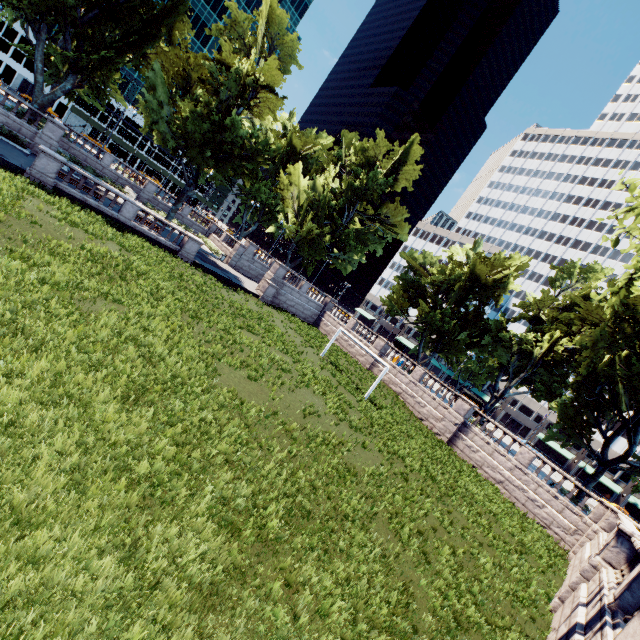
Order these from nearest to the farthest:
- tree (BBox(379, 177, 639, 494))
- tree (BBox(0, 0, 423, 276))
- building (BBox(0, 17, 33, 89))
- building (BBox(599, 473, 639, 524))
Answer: tree (BBox(379, 177, 639, 494)), tree (BBox(0, 0, 423, 276)), building (BBox(0, 17, 33, 89)), building (BBox(599, 473, 639, 524))

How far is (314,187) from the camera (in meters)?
46.09

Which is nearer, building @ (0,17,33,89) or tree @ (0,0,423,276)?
tree @ (0,0,423,276)

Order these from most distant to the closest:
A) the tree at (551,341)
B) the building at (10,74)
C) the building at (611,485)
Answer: the building at (611,485) < the building at (10,74) < the tree at (551,341)

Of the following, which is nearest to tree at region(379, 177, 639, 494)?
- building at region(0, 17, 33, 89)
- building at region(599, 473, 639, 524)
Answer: building at region(599, 473, 639, 524)

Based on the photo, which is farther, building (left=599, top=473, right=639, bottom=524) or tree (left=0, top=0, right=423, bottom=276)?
building (left=599, top=473, right=639, bottom=524)

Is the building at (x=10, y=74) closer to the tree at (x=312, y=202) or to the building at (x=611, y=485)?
the tree at (x=312, y=202)
